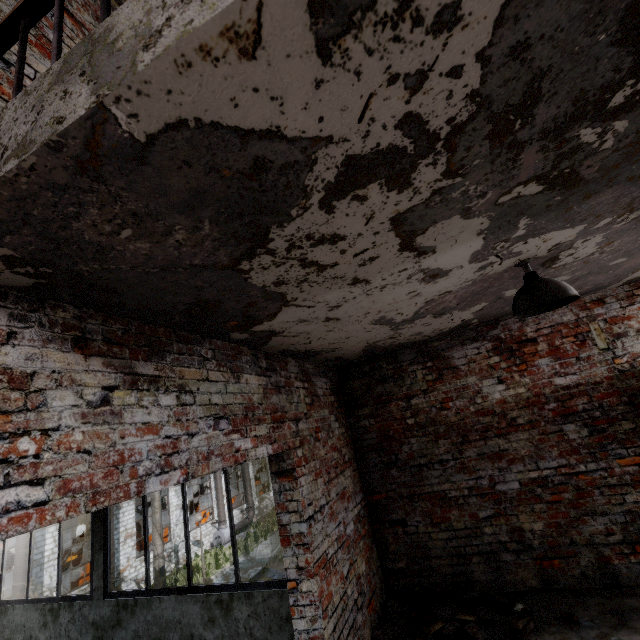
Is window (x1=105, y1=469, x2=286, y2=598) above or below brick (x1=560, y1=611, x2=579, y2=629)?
above

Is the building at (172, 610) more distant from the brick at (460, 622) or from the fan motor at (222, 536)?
the fan motor at (222, 536)

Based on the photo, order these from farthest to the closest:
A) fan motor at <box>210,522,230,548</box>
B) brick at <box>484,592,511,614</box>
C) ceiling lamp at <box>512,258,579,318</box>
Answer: fan motor at <box>210,522,230,548</box> → brick at <box>484,592,511,614</box> → ceiling lamp at <box>512,258,579,318</box>

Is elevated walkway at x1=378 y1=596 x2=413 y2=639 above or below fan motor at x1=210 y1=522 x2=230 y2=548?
above

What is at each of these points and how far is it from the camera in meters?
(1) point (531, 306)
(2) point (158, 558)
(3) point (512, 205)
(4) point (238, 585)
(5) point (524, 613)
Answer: (1) ceiling lamp, 2.2
(2) lamp post, 12.6
(3) elevated walkway, 1.7
(4) window, 3.7
(5) brick, 3.3

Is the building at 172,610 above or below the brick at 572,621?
above

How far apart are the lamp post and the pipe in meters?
7.0

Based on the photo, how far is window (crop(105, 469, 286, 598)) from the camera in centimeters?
366cm
